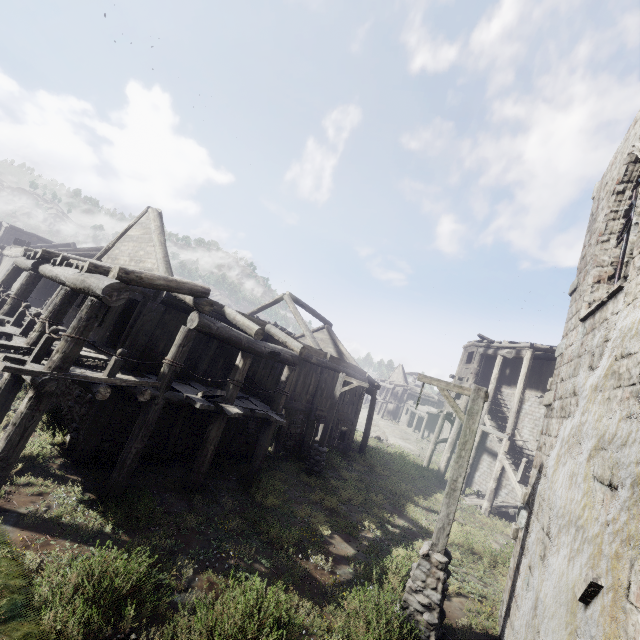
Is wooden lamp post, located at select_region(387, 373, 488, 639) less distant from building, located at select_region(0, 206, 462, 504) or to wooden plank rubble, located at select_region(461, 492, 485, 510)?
building, located at select_region(0, 206, 462, 504)

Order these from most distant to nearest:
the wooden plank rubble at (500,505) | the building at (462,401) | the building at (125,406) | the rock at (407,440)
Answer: the rock at (407,440), the building at (462,401), the wooden plank rubble at (500,505), the building at (125,406)

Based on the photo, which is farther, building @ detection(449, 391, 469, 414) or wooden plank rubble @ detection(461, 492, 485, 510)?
building @ detection(449, 391, 469, 414)

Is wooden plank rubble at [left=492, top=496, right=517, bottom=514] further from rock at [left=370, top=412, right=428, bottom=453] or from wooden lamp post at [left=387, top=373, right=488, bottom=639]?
wooden lamp post at [left=387, top=373, right=488, bottom=639]

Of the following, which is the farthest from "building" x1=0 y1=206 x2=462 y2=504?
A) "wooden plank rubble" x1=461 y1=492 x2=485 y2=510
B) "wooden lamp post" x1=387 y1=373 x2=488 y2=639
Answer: "wooden lamp post" x1=387 y1=373 x2=488 y2=639

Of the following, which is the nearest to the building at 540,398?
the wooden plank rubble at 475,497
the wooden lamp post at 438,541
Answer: the wooden plank rubble at 475,497

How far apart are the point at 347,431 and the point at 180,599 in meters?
15.0 m

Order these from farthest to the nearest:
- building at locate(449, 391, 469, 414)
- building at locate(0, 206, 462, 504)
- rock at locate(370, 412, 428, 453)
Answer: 1. rock at locate(370, 412, 428, 453)
2. building at locate(449, 391, 469, 414)
3. building at locate(0, 206, 462, 504)
